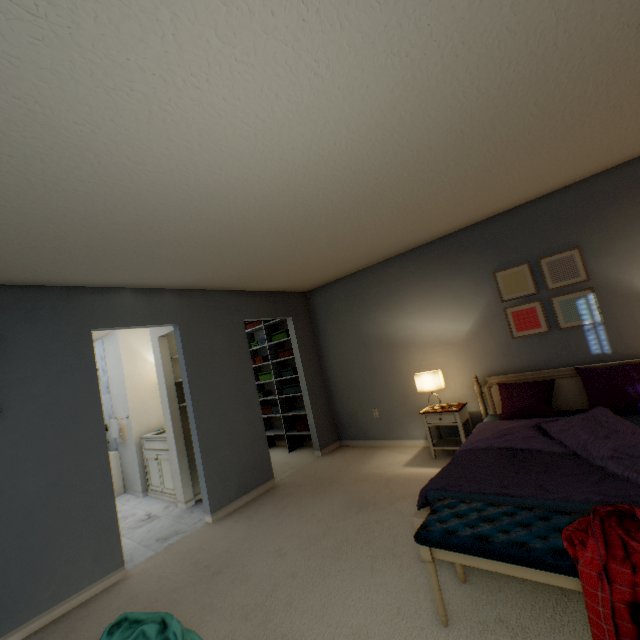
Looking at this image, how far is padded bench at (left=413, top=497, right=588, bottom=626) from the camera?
1.3 meters

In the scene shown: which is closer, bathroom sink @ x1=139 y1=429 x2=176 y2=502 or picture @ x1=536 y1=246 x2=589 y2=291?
picture @ x1=536 y1=246 x2=589 y2=291

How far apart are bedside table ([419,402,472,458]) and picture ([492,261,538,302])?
0.9 meters

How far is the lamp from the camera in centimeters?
363cm

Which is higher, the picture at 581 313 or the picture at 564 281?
the picture at 564 281

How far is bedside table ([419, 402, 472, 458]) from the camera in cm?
346

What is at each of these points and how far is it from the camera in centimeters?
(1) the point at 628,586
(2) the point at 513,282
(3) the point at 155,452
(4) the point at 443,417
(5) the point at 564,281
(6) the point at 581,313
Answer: (1) red robe, 110cm
(2) picture, 342cm
(3) bathroom sink, 443cm
(4) bedside table, 355cm
(5) picture, 314cm
(6) picture, 307cm

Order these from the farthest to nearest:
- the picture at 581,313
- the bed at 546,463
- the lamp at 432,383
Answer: the lamp at 432,383 → the picture at 581,313 → the bed at 546,463
